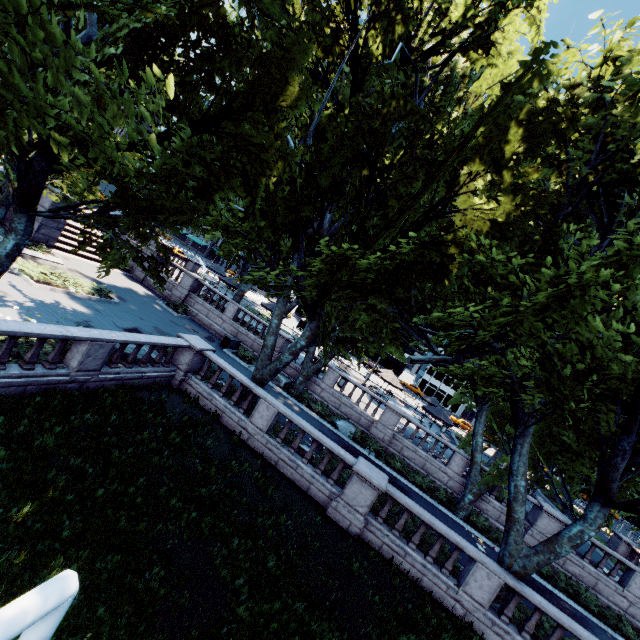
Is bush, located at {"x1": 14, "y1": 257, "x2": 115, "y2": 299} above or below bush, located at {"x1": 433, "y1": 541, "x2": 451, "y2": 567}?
below

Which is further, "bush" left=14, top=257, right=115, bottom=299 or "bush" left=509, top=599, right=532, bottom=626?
"bush" left=14, top=257, right=115, bottom=299

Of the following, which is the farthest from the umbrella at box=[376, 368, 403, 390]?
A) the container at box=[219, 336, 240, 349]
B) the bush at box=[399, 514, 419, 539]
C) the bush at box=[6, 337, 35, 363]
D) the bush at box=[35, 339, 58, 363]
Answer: → the bush at box=[6, 337, 35, 363]

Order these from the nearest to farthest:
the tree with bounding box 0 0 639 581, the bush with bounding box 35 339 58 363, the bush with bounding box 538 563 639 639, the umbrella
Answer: the tree with bounding box 0 0 639 581
the bush with bounding box 35 339 58 363
the bush with bounding box 538 563 639 639
the umbrella

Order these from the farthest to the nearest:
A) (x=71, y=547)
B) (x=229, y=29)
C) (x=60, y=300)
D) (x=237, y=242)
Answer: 1. (x=60, y=300)
2. (x=237, y=242)
3. (x=229, y=29)
4. (x=71, y=547)

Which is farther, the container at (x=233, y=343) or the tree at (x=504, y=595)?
the container at (x=233, y=343)

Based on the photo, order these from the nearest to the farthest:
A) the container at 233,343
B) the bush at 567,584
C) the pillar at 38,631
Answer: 1. the pillar at 38,631
2. the bush at 567,584
3. the container at 233,343

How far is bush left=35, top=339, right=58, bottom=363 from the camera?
10.34m
